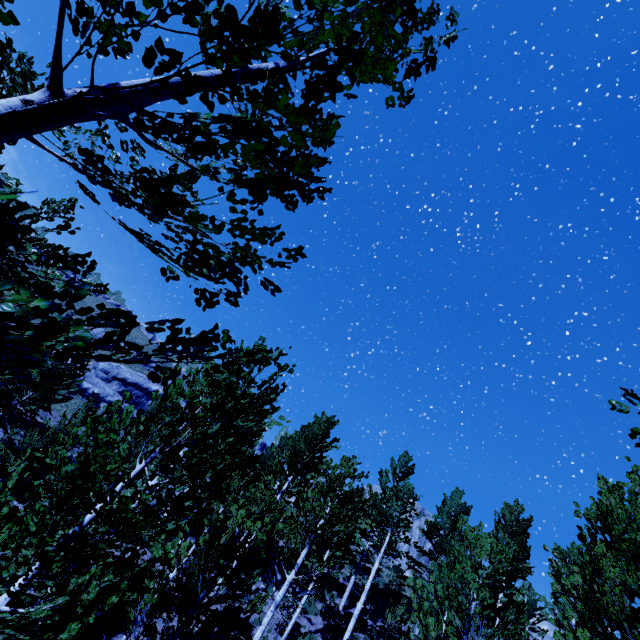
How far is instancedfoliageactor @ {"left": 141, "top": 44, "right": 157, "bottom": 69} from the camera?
1.37m

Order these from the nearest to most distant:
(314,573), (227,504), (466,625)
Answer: (466,625), (314,573), (227,504)

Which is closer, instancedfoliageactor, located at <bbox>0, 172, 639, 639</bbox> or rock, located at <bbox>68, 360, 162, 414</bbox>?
instancedfoliageactor, located at <bbox>0, 172, 639, 639</bbox>

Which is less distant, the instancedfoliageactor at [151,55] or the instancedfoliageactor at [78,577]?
the instancedfoliageactor at [151,55]

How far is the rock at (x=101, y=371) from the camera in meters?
35.1 m

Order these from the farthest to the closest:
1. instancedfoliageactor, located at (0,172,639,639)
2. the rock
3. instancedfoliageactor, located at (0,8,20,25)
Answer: the rock → instancedfoliageactor, located at (0,172,639,639) → instancedfoliageactor, located at (0,8,20,25)

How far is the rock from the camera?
35.1 meters
